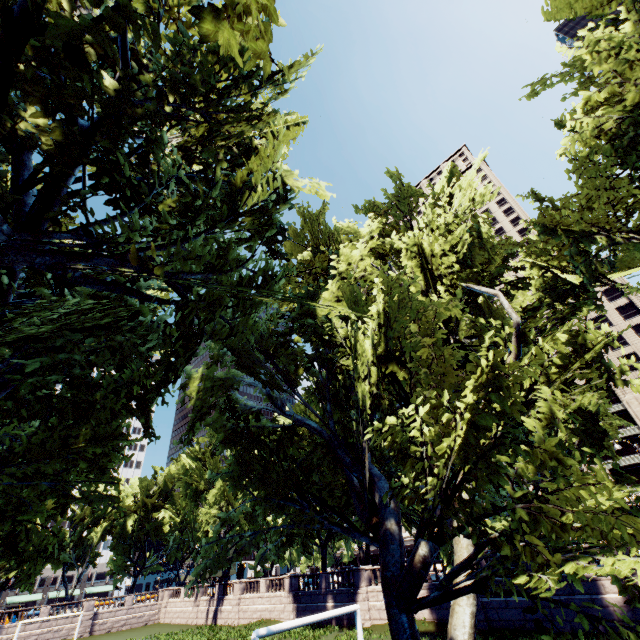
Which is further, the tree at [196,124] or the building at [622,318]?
the building at [622,318]

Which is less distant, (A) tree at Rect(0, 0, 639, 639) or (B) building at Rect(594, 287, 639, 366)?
(A) tree at Rect(0, 0, 639, 639)

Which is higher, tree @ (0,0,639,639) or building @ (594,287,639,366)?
building @ (594,287,639,366)

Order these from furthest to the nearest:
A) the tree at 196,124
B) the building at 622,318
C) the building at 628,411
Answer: the building at 622,318
the building at 628,411
the tree at 196,124

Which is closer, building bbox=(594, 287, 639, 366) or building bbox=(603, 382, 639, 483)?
building bbox=(603, 382, 639, 483)

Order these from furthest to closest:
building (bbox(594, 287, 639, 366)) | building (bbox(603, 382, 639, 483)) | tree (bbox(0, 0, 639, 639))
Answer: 1. building (bbox(594, 287, 639, 366))
2. building (bbox(603, 382, 639, 483))
3. tree (bbox(0, 0, 639, 639))

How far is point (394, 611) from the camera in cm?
555
